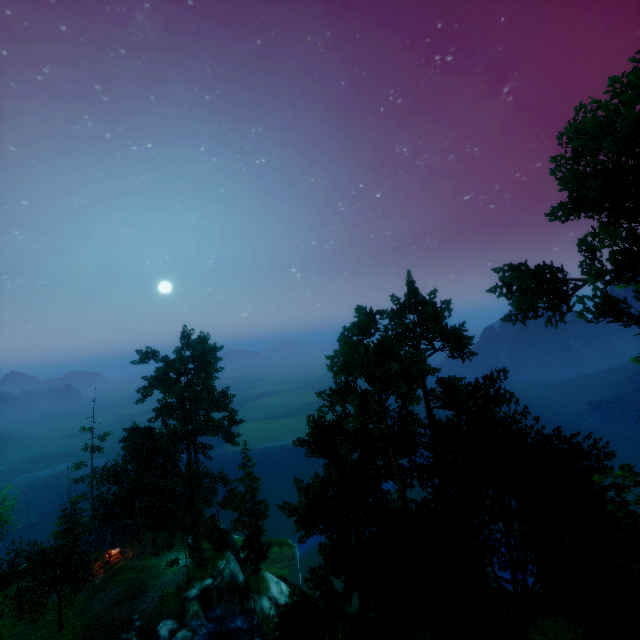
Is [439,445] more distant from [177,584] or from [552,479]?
[177,584]

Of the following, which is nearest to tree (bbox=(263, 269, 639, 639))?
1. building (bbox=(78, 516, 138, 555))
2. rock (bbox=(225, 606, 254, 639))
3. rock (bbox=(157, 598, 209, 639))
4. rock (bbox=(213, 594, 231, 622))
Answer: building (bbox=(78, 516, 138, 555))

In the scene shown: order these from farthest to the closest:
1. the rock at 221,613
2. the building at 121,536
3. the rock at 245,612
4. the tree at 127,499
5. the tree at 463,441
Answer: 1. the building at 121,536
2. the rock at 221,613
3. the tree at 127,499
4. the rock at 245,612
5. the tree at 463,441

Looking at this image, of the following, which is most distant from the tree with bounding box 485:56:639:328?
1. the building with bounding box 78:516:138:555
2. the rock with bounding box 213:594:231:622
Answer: the rock with bounding box 213:594:231:622

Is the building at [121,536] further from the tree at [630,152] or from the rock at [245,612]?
the rock at [245,612]

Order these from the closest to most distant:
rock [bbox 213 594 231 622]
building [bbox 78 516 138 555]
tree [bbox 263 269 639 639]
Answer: tree [bbox 263 269 639 639] → rock [bbox 213 594 231 622] → building [bbox 78 516 138 555]

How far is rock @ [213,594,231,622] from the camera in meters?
31.7 m

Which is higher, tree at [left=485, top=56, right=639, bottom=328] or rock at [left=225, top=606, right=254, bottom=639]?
tree at [left=485, top=56, right=639, bottom=328]
